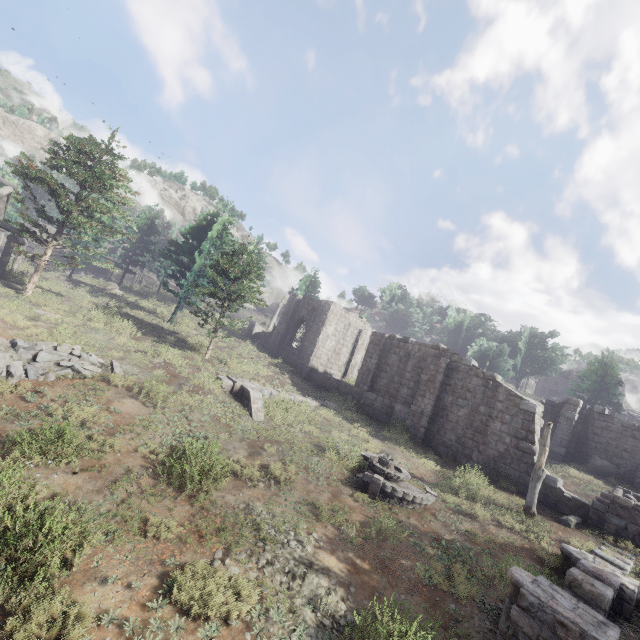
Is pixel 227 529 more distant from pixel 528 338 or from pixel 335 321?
pixel 528 338

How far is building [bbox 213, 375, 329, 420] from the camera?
15.1 meters

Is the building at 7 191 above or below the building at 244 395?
above

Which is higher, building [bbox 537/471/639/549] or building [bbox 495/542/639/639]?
building [bbox 537/471/639/549]

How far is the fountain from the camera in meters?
11.0

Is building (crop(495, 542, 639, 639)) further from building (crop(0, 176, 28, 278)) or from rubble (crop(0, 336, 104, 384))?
rubble (crop(0, 336, 104, 384))

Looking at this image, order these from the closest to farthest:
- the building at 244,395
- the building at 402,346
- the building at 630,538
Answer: the building at 630,538 < the building at 244,395 < the building at 402,346
